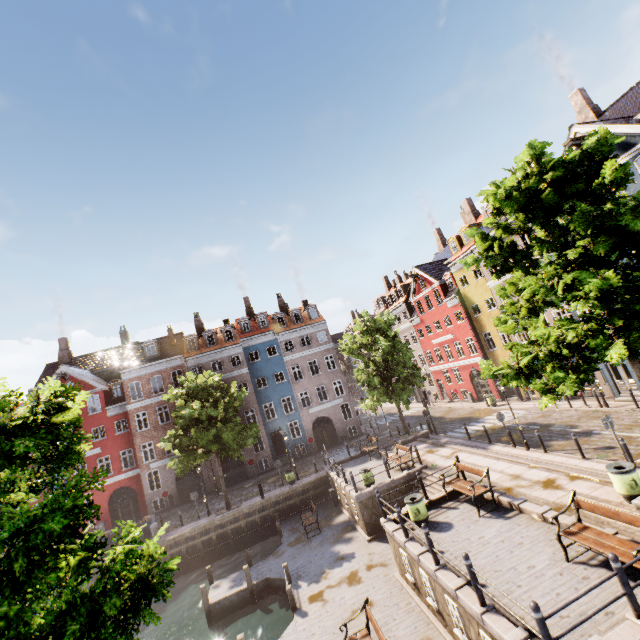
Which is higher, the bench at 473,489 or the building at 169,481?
the building at 169,481

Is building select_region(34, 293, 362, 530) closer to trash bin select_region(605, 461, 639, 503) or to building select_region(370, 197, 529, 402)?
building select_region(370, 197, 529, 402)

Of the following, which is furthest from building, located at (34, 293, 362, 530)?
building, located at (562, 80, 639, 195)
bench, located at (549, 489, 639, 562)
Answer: bench, located at (549, 489, 639, 562)

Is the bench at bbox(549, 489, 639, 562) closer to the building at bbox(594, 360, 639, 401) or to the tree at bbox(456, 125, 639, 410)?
the tree at bbox(456, 125, 639, 410)

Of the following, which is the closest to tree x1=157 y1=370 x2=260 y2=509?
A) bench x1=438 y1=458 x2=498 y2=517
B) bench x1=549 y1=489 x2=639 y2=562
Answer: bench x1=549 y1=489 x2=639 y2=562

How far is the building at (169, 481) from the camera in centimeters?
3048cm

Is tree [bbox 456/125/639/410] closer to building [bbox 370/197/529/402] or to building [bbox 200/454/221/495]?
building [bbox 370/197/529/402]

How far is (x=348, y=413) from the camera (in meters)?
35.66
